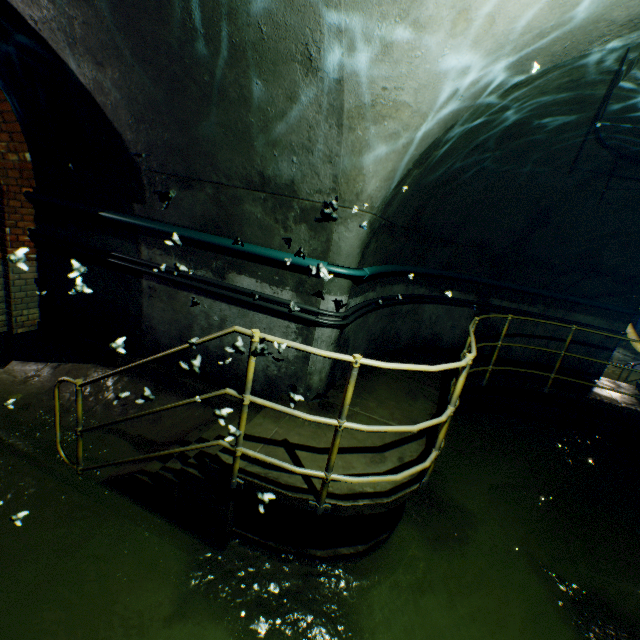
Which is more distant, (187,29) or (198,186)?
(198,186)

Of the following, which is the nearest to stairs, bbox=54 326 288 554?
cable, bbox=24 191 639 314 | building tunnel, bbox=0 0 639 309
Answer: building tunnel, bbox=0 0 639 309

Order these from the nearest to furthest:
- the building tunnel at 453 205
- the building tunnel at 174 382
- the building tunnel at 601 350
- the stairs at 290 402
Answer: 1. the stairs at 290 402
2. the building tunnel at 453 205
3. the building tunnel at 174 382
4. the building tunnel at 601 350

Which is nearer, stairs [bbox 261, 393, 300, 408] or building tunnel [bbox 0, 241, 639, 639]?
stairs [bbox 261, 393, 300, 408]

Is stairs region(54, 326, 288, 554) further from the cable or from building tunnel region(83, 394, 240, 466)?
the cable

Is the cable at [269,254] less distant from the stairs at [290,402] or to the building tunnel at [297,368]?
the building tunnel at [297,368]
